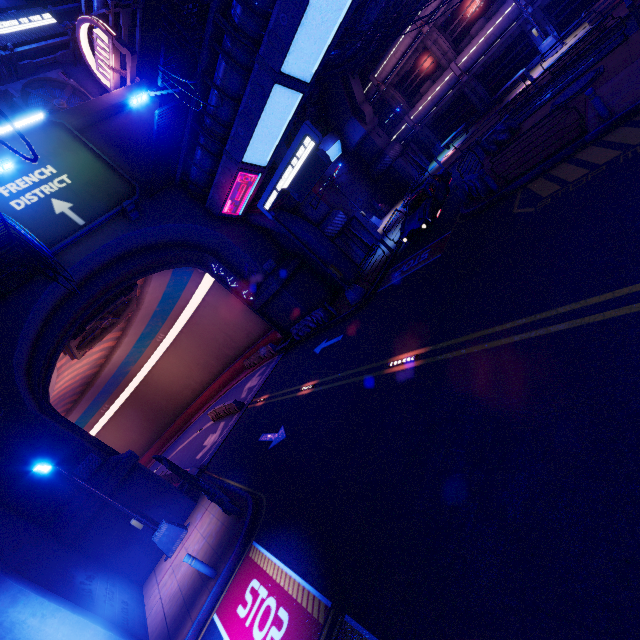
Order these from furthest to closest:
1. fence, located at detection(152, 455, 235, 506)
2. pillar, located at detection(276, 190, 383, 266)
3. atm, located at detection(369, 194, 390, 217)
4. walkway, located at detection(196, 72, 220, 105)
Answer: atm, located at detection(369, 194, 390, 217), pillar, located at detection(276, 190, 383, 266), walkway, located at detection(196, 72, 220, 105), fence, located at detection(152, 455, 235, 506)

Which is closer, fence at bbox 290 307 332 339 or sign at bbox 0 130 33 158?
sign at bbox 0 130 33 158

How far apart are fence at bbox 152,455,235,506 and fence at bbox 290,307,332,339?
Result: 10.2 meters

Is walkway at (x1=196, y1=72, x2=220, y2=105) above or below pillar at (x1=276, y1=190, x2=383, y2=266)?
above

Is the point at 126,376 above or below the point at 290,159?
above

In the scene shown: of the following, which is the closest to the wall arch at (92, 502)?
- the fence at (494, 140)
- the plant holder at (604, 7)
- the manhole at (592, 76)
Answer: the fence at (494, 140)

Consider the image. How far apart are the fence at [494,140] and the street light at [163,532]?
23.1 meters

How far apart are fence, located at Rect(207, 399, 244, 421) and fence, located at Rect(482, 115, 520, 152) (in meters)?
23.43
